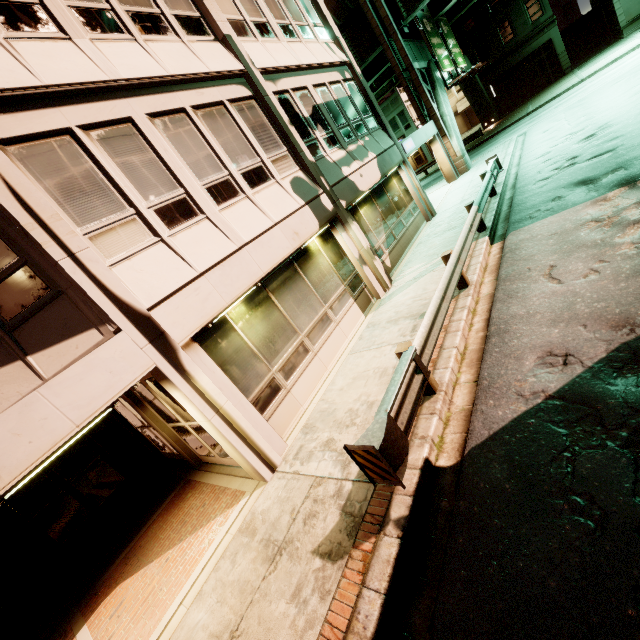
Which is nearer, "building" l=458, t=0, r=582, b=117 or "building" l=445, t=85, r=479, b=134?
"building" l=458, t=0, r=582, b=117

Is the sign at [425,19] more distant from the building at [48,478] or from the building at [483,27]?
the building at [483,27]

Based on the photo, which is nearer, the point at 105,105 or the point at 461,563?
the point at 461,563

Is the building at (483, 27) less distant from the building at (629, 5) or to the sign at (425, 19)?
the building at (629, 5)

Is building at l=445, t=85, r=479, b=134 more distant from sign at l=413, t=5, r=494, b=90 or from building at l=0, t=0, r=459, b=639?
building at l=0, t=0, r=459, b=639

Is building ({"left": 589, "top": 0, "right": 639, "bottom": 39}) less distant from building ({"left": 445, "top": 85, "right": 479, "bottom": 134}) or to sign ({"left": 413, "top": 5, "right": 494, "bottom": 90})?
building ({"left": 445, "top": 85, "right": 479, "bottom": 134})

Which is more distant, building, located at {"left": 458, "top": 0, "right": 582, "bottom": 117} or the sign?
building, located at {"left": 458, "top": 0, "right": 582, "bottom": 117}

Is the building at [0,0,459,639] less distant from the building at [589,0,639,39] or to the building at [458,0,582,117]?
the building at [458,0,582,117]
